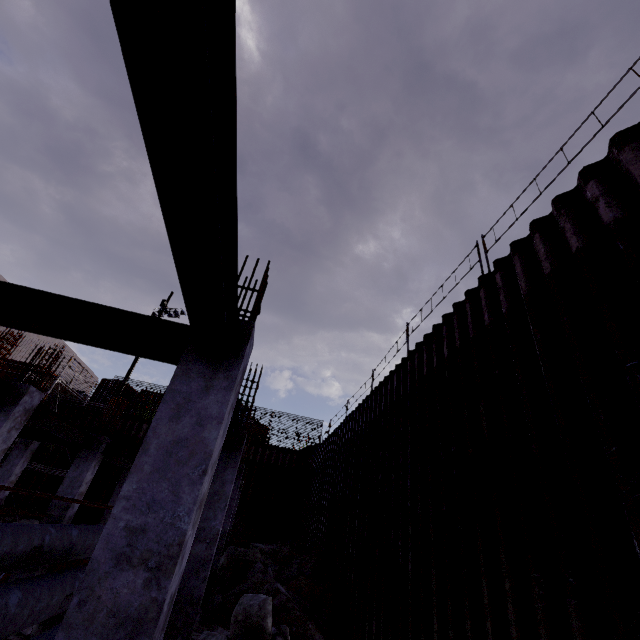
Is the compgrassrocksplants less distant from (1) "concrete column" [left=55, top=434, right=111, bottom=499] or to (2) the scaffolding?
(1) "concrete column" [left=55, top=434, right=111, bottom=499]

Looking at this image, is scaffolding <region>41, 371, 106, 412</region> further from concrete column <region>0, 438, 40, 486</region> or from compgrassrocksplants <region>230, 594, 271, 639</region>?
compgrassrocksplants <region>230, 594, 271, 639</region>

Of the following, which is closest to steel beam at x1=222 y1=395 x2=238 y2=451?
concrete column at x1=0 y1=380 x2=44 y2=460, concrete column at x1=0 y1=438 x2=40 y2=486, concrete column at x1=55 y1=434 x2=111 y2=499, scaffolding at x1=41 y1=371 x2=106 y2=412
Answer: concrete column at x1=0 y1=380 x2=44 y2=460

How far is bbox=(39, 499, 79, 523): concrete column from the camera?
9.9 meters

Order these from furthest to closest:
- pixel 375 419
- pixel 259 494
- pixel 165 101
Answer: pixel 259 494 < pixel 375 419 < pixel 165 101

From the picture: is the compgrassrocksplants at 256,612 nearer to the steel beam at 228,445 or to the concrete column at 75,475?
the steel beam at 228,445

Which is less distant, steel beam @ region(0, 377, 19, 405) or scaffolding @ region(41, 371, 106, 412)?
steel beam @ region(0, 377, 19, 405)

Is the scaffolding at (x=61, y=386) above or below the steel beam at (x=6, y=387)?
above
